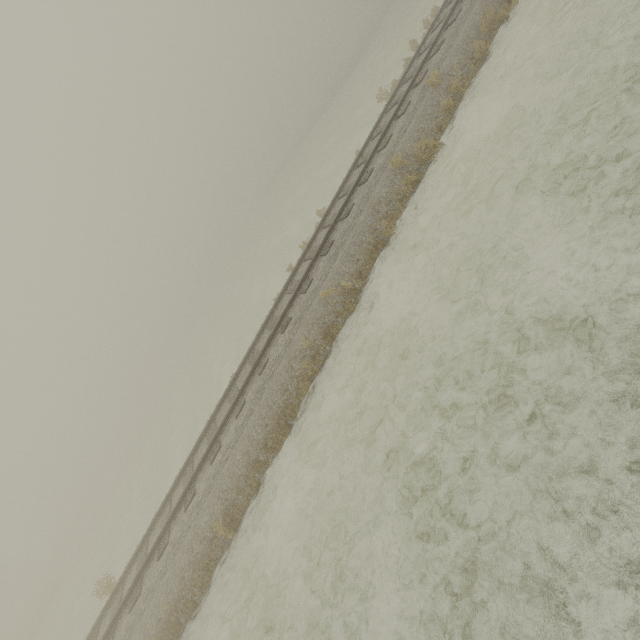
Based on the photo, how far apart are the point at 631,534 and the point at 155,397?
53.2 meters
